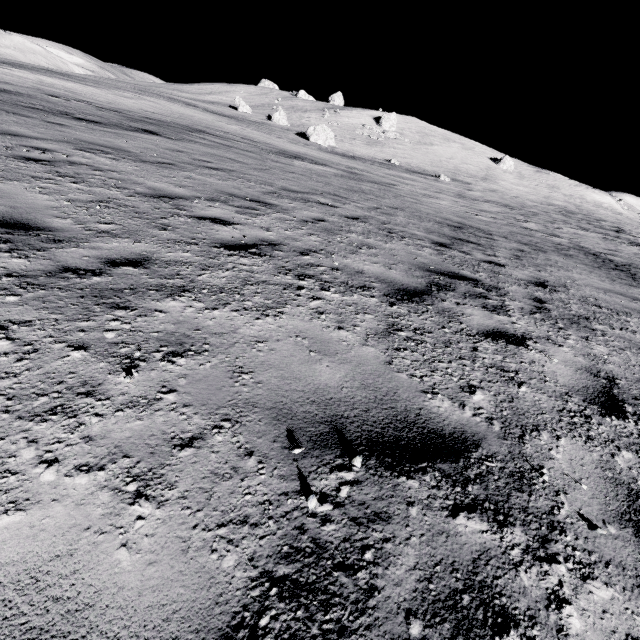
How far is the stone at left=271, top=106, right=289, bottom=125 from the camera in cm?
4759

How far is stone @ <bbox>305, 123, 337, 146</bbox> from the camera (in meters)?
38.31

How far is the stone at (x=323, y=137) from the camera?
38.3 meters

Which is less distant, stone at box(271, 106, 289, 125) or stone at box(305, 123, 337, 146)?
stone at box(305, 123, 337, 146)

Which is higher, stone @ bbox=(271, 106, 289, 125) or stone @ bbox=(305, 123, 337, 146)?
stone @ bbox=(271, 106, 289, 125)

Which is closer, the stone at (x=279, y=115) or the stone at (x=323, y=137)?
the stone at (x=323, y=137)

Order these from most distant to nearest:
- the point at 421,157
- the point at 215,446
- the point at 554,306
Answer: the point at 421,157
the point at 554,306
the point at 215,446
